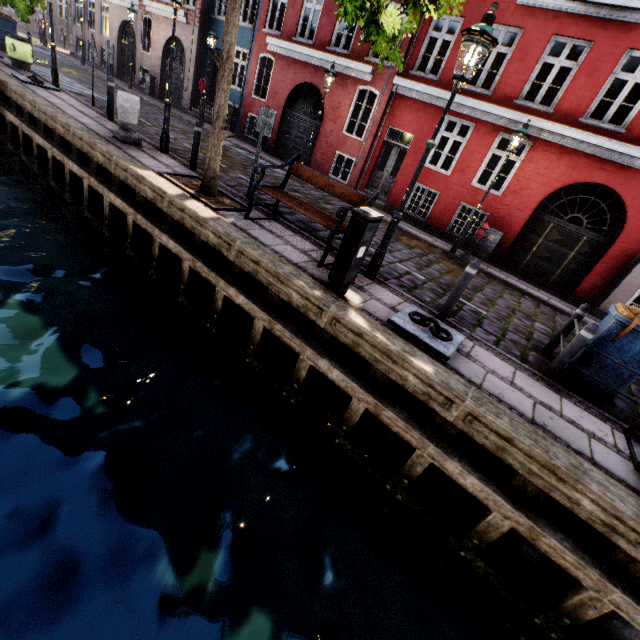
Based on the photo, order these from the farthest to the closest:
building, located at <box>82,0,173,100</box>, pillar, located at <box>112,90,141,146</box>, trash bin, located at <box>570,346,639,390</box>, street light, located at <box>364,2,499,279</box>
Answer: building, located at <box>82,0,173,100</box> → pillar, located at <box>112,90,141,146</box> → trash bin, located at <box>570,346,639,390</box> → street light, located at <box>364,2,499,279</box>

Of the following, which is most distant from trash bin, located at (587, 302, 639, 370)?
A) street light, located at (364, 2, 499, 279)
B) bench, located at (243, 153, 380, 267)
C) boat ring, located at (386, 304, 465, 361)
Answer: bench, located at (243, 153, 380, 267)

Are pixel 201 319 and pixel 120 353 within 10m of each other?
yes

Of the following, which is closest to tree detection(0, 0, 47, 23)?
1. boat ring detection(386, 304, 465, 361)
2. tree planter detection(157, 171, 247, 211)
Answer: tree planter detection(157, 171, 247, 211)

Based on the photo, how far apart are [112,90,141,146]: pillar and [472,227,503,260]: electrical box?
11.1 meters

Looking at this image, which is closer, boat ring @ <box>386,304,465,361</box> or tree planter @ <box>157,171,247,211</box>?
boat ring @ <box>386,304,465,361</box>

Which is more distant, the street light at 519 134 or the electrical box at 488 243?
the electrical box at 488 243

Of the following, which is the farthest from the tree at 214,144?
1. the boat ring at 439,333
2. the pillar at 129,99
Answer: Answer: the boat ring at 439,333
